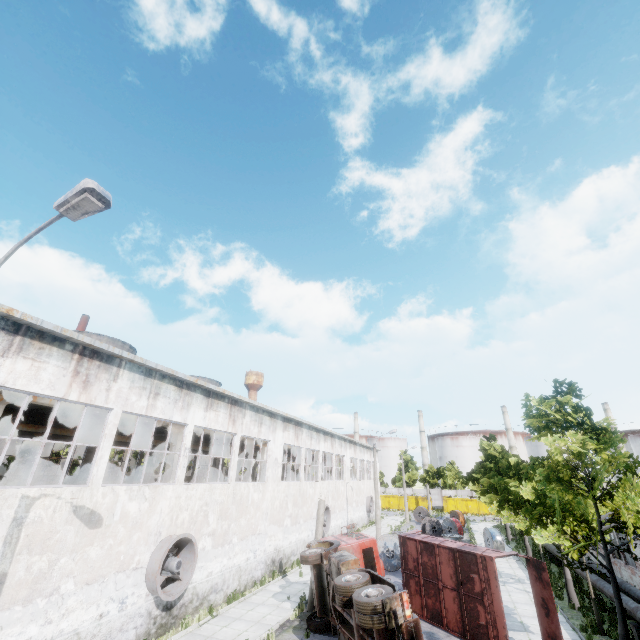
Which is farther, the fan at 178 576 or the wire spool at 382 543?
the wire spool at 382 543

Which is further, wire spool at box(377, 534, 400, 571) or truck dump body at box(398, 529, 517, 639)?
wire spool at box(377, 534, 400, 571)

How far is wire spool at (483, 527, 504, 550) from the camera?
26.66m

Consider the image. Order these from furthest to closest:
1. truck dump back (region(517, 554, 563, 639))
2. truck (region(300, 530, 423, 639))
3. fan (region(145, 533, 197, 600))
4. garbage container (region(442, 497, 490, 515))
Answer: garbage container (region(442, 497, 490, 515)) < fan (region(145, 533, 197, 600)) < truck dump back (region(517, 554, 563, 639)) < truck (region(300, 530, 423, 639))

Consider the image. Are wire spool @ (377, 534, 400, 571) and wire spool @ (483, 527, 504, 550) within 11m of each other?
yes

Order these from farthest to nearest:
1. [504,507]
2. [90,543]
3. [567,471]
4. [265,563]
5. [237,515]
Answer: [265,563]
[504,507]
[237,515]
[567,471]
[90,543]

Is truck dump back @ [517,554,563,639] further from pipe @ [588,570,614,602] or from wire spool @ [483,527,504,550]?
wire spool @ [483,527,504,550]

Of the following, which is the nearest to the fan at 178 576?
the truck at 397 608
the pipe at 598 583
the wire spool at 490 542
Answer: the truck at 397 608
